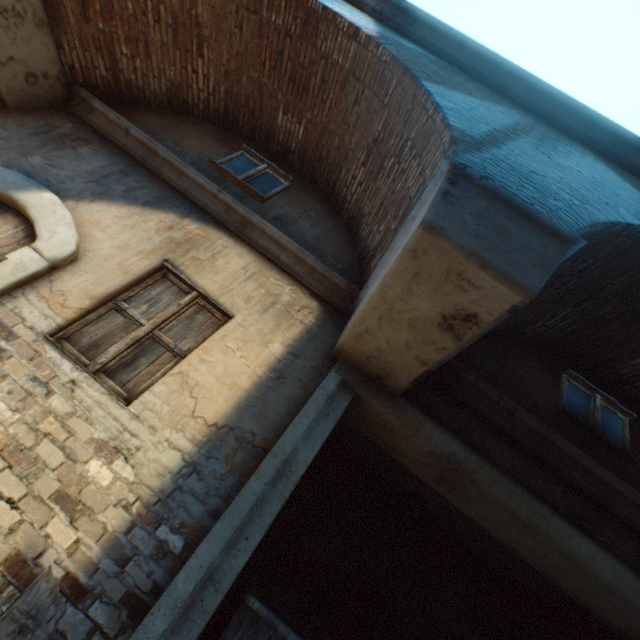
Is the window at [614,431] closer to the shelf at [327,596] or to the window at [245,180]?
the shelf at [327,596]

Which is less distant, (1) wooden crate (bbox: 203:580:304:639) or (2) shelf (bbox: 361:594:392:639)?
(1) wooden crate (bbox: 203:580:304:639)

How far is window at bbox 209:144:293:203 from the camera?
4.6 meters

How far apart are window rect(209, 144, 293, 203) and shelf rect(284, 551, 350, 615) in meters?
4.9

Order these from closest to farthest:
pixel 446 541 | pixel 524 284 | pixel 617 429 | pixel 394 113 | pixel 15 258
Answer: pixel 524 284, pixel 15 258, pixel 394 113, pixel 617 429, pixel 446 541

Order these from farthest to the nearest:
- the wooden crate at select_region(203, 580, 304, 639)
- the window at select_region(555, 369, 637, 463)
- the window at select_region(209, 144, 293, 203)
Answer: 1. the window at select_region(209, 144, 293, 203)
2. the window at select_region(555, 369, 637, 463)
3. the wooden crate at select_region(203, 580, 304, 639)

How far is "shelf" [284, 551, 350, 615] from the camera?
4.2m

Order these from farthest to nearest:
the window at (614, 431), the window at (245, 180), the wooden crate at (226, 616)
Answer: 1. the window at (245, 180)
2. the window at (614, 431)
3. the wooden crate at (226, 616)
